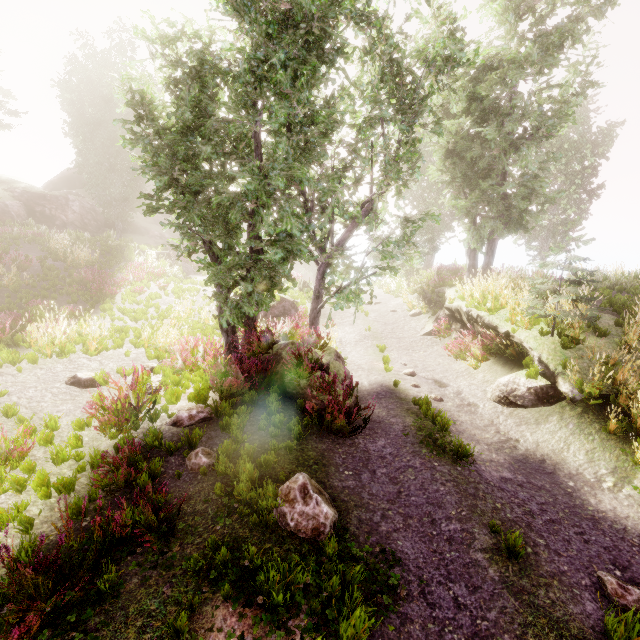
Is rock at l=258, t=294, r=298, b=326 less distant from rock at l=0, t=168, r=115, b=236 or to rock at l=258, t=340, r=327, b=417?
rock at l=258, t=340, r=327, b=417

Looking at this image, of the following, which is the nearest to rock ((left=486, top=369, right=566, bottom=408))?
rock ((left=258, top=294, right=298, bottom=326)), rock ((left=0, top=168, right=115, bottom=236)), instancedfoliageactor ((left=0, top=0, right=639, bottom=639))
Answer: instancedfoliageactor ((left=0, top=0, right=639, bottom=639))

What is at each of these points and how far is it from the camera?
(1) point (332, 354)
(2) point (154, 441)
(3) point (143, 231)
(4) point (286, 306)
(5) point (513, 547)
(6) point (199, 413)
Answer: (1) rock, 9.69m
(2) instancedfoliageactor, 5.85m
(3) rock, 34.00m
(4) rock, 15.88m
(5) instancedfoliageactor, 4.12m
(6) instancedfoliageactor, 6.89m

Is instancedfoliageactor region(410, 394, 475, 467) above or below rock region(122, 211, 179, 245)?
below

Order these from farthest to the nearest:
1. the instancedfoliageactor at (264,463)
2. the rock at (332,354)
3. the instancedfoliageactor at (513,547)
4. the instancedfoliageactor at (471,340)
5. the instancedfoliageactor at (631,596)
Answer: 1. the instancedfoliageactor at (471,340)
2. the rock at (332,354)
3. the instancedfoliageactor at (264,463)
4. the instancedfoliageactor at (513,547)
5. the instancedfoliageactor at (631,596)

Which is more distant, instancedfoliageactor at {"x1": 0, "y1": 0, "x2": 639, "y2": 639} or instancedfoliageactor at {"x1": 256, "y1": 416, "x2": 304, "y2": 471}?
instancedfoliageactor at {"x1": 256, "y1": 416, "x2": 304, "y2": 471}

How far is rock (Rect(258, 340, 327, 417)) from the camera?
7.8m

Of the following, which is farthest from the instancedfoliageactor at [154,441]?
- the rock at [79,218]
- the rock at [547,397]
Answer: the rock at [547,397]
